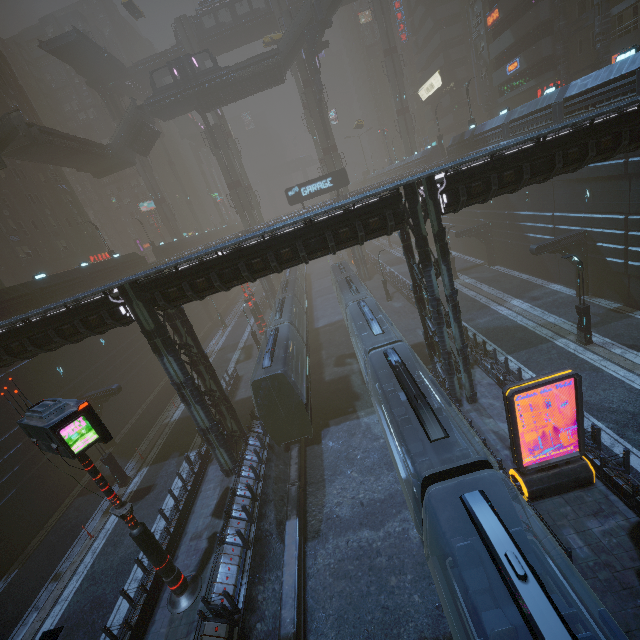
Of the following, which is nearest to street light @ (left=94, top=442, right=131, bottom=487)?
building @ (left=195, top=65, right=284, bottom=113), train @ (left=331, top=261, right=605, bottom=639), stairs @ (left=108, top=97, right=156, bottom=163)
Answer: train @ (left=331, top=261, right=605, bottom=639)

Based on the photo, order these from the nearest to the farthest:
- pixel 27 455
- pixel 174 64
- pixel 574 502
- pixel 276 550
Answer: pixel 574 502
pixel 276 550
pixel 27 455
pixel 174 64

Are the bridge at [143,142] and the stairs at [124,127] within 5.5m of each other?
yes

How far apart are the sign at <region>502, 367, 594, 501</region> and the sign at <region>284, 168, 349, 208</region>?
33.24m

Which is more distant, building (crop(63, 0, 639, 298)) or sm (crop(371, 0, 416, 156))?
sm (crop(371, 0, 416, 156))

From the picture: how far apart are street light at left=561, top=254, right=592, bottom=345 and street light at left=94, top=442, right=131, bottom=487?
29.0 meters

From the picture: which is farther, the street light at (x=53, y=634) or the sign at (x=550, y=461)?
the sign at (x=550, y=461)

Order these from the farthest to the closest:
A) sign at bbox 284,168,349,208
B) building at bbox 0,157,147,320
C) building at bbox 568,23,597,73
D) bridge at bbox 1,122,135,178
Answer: sign at bbox 284,168,349,208
bridge at bbox 1,122,135,178
building at bbox 568,23,597,73
building at bbox 0,157,147,320
